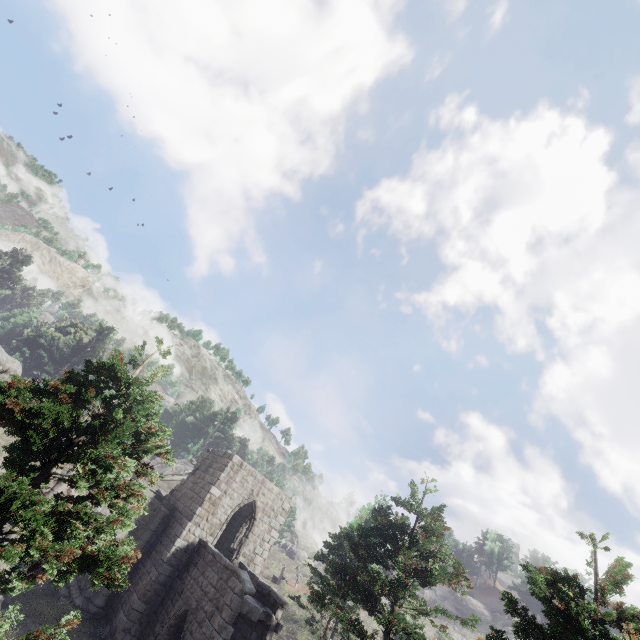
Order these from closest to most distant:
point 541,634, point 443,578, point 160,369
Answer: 1. point 541,634
2. point 160,369
3. point 443,578

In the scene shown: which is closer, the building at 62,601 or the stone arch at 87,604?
the building at 62,601

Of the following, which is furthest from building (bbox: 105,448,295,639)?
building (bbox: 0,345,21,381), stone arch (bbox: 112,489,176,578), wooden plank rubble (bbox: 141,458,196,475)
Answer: building (bbox: 0,345,21,381)

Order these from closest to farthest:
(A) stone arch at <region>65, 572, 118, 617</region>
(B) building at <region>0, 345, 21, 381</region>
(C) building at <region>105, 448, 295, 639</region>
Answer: (B) building at <region>0, 345, 21, 381</region> → (C) building at <region>105, 448, 295, 639</region> → (A) stone arch at <region>65, 572, 118, 617</region>

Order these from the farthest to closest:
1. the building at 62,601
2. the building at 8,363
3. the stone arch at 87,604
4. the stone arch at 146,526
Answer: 1. the stone arch at 146,526
2. the stone arch at 87,604
3. the building at 62,601
4. the building at 8,363

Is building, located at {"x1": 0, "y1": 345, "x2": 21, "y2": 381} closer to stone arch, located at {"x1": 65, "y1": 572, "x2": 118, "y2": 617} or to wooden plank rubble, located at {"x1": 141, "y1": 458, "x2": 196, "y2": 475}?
stone arch, located at {"x1": 65, "y1": 572, "x2": 118, "y2": 617}

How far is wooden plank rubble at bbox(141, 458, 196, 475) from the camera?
27.70m
